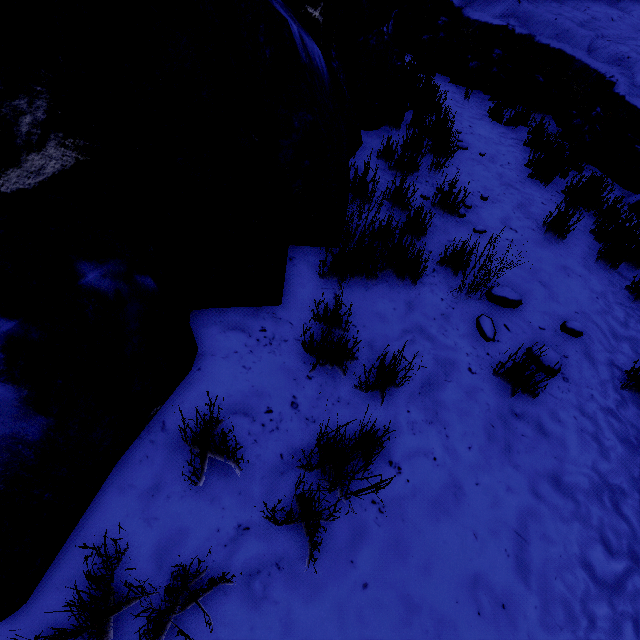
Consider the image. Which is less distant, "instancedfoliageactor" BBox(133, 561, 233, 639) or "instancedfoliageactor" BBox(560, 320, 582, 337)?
"instancedfoliageactor" BBox(133, 561, 233, 639)

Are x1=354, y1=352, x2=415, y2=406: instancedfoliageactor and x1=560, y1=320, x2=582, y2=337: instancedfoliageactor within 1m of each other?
no

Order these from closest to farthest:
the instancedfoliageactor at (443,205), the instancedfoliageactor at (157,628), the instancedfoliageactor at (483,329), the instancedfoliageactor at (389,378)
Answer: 1. the instancedfoliageactor at (157,628)
2. the instancedfoliageactor at (389,378)
3. the instancedfoliageactor at (483,329)
4. the instancedfoliageactor at (443,205)

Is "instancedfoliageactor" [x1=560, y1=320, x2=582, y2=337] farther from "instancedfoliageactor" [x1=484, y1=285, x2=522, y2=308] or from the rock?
the rock

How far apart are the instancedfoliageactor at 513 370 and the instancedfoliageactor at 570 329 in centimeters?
28cm

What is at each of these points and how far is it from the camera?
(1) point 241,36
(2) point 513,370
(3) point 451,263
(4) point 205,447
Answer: (1) rock, 1.67m
(2) instancedfoliageactor, 2.33m
(3) instancedfoliageactor, 2.98m
(4) instancedfoliageactor, 1.59m

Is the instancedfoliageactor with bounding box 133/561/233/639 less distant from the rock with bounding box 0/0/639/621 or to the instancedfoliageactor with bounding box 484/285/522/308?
the rock with bounding box 0/0/639/621

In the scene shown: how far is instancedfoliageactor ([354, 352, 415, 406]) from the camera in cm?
194
